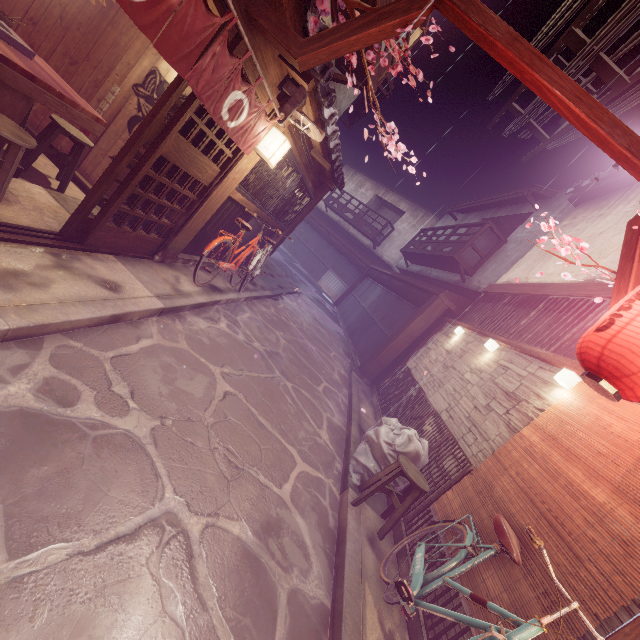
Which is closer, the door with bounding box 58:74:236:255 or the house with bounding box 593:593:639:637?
the house with bounding box 593:593:639:637

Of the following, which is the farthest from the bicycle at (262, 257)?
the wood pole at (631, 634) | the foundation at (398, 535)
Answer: the wood pole at (631, 634)

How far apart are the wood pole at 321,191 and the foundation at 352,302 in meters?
7.8 m

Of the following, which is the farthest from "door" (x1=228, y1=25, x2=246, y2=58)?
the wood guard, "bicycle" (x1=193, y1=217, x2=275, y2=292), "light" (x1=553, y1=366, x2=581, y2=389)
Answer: "light" (x1=553, y1=366, x2=581, y2=389)

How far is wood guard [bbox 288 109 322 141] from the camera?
7.9 meters

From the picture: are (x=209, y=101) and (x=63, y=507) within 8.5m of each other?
yes

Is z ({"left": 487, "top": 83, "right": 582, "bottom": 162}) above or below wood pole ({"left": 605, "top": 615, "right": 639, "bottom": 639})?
above

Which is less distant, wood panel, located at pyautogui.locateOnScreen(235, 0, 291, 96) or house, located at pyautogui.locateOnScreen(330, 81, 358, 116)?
wood panel, located at pyautogui.locateOnScreen(235, 0, 291, 96)
